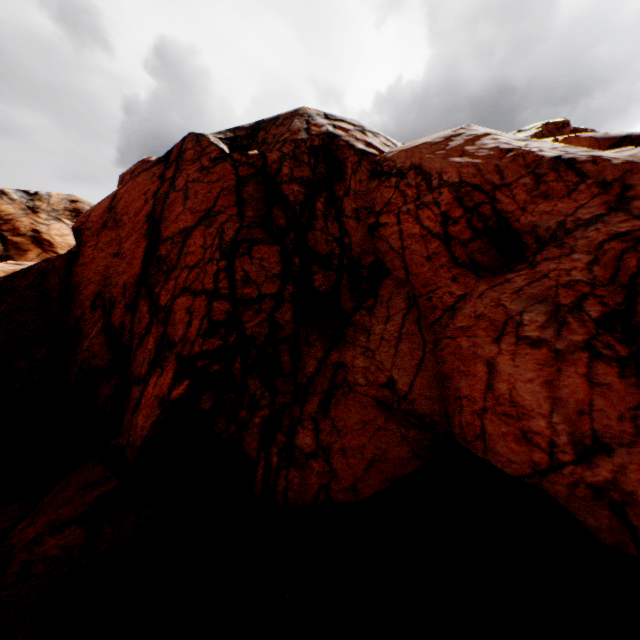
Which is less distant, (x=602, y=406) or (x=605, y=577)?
(x=605, y=577)
